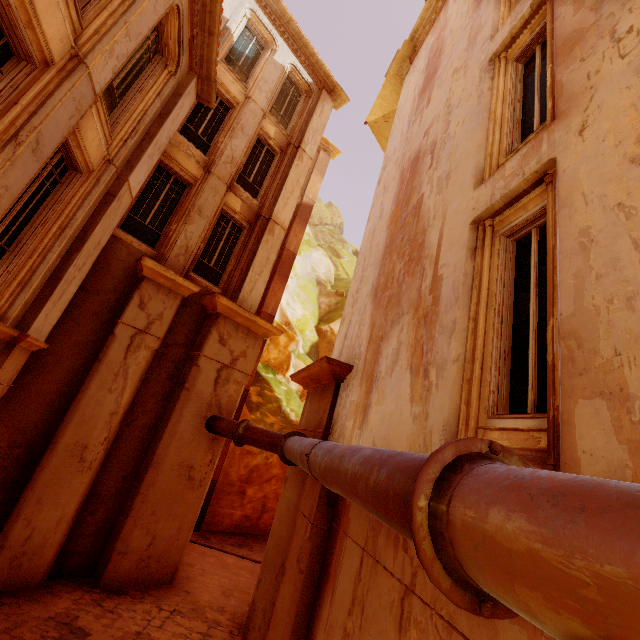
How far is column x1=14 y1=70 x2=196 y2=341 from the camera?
6.2 meters

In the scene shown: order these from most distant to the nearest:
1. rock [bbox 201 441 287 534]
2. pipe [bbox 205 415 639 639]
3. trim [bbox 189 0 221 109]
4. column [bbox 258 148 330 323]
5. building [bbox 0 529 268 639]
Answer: column [bbox 258 148 330 323]
rock [bbox 201 441 287 534]
trim [bbox 189 0 221 109]
building [bbox 0 529 268 639]
pipe [bbox 205 415 639 639]

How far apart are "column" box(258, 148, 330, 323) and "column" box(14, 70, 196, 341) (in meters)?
8.36

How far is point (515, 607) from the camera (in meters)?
1.10

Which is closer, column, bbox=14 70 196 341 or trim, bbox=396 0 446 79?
column, bbox=14 70 196 341

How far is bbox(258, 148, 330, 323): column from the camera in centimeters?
1623cm

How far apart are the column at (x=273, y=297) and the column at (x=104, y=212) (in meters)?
8.36

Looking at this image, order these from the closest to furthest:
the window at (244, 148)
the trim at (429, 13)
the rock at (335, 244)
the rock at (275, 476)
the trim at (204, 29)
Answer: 1. the trim at (204, 29)
2. the window at (244, 148)
3. the trim at (429, 13)
4. the rock at (275, 476)
5. the rock at (335, 244)
